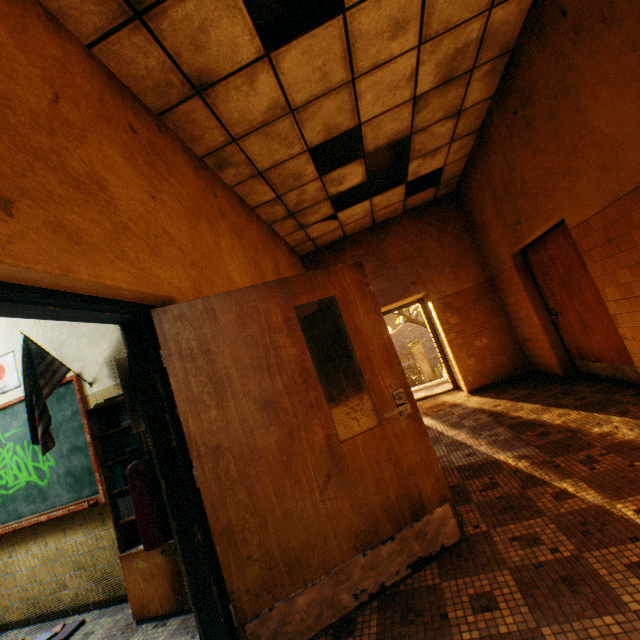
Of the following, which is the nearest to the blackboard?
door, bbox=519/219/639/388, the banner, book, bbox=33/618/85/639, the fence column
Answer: the banner

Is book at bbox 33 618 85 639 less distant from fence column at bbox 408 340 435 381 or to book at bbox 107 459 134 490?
book at bbox 107 459 134 490

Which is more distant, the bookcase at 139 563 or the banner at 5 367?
the banner at 5 367

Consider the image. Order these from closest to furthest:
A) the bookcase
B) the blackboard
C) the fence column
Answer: the bookcase → the blackboard → the fence column

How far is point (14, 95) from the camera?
1.46m

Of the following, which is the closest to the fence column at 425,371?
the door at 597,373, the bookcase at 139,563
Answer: the door at 597,373

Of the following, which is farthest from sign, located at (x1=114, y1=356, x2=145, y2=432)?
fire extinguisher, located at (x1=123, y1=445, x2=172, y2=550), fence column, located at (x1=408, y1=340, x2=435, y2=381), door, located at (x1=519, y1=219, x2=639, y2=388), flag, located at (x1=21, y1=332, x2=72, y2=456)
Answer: fence column, located at (x1=408, y1=340, x2=435, y2=381)

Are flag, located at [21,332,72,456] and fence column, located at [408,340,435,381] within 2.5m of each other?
no
